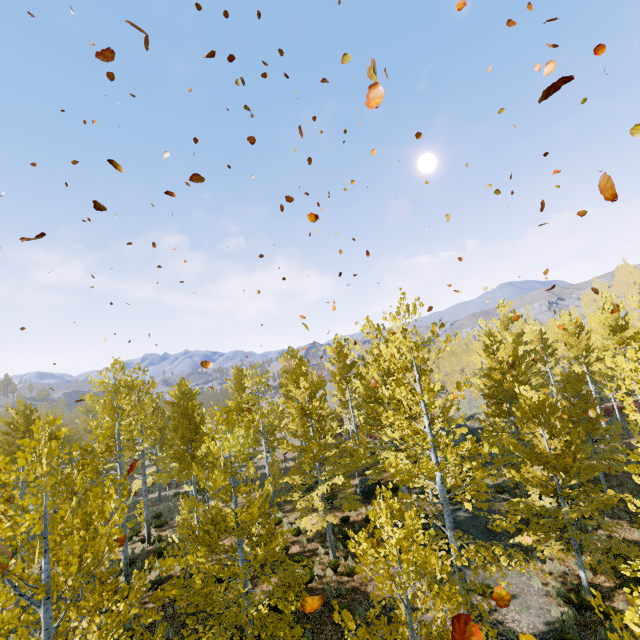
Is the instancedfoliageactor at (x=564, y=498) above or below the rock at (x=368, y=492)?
above

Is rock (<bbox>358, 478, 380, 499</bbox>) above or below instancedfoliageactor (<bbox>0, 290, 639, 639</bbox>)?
below

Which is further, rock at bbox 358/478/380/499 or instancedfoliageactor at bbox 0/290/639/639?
rock at bbox 358/478/380/499

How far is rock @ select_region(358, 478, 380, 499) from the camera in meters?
19.0 m

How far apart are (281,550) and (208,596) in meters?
2.3

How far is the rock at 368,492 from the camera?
19.0m
